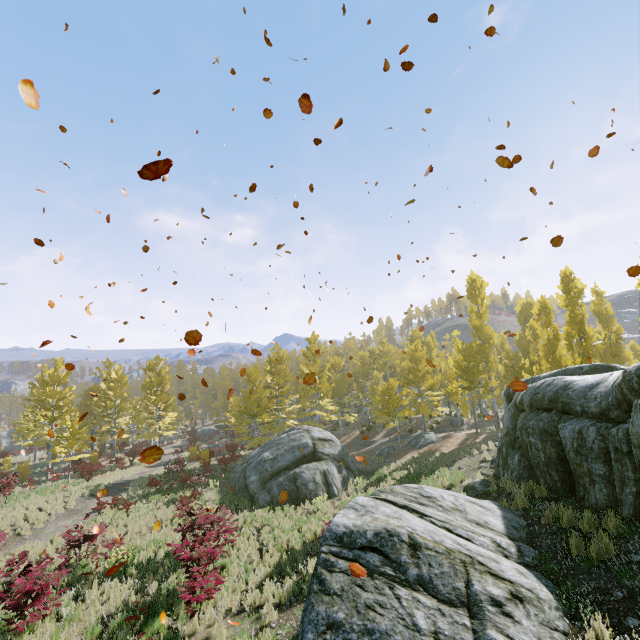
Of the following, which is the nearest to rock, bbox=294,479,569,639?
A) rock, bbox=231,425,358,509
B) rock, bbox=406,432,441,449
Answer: rock, bbox=231,425,358,509

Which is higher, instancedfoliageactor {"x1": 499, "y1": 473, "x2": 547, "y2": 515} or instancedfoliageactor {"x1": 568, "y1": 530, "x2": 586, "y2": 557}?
instancedfoliageactor {"x1": 568, "y1": 530, "x2": 586, "y2": 557}

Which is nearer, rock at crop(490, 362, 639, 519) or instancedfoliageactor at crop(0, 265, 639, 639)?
rock at crop(490, 362, 639, 519)

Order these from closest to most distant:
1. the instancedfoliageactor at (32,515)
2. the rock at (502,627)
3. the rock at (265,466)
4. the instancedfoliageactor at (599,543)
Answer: the rock at (502,627), the instancedfoliageactor at (599,543), the instancedfoliageactor at (32,515), the rock at (265,466)

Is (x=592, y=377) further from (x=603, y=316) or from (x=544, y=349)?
(x=603, y=316)

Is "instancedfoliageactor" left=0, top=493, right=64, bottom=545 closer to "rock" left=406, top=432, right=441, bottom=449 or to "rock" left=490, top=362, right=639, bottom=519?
"rock" left=490, top=362, right=639, bottom=519

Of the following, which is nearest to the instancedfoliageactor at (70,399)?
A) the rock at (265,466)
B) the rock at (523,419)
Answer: the rock at (523,419)
